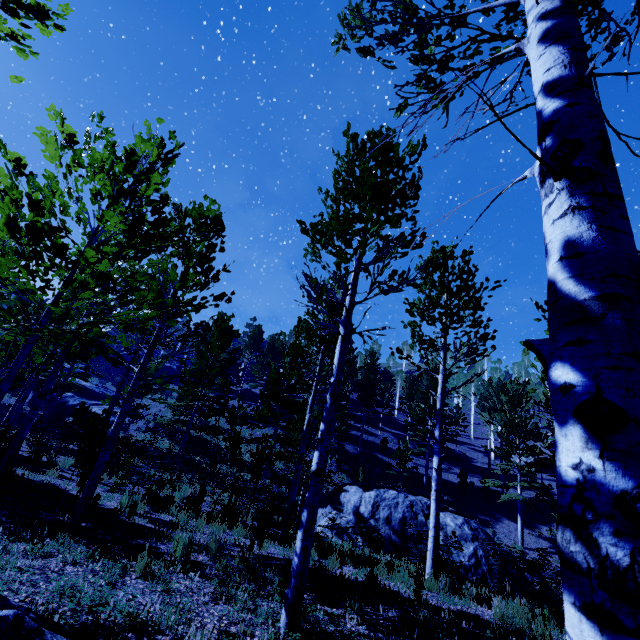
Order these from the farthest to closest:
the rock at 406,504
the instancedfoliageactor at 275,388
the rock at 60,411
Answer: the rock at 60,411 < the rock at 406,504 < the instancedfoliageactor at 275,388

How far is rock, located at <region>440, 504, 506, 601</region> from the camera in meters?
9.7

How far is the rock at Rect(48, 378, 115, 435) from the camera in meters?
25.9 m

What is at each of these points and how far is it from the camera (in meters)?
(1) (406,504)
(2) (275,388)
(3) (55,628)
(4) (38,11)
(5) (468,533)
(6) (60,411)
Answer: (1) rock, 14.29
(2) instancedfoliageactor, 19.23
(3) rock, 2.91
(4) instancedfoliageactor, 3.68
(5) rock, 13.01
(6) rock, 28.94

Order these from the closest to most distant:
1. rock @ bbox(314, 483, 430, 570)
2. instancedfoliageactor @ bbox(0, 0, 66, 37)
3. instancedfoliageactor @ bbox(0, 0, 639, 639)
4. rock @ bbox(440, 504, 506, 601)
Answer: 1. instancedfoliageactor @ bbox(0, 0, 639, 639)
2. instancedfoliageactor @ bbox(0, 0, 66, 37)
3. rock @ bbox(440, 504, 506, 601)
4. rock @ bbox(314, 483, 430, 570)

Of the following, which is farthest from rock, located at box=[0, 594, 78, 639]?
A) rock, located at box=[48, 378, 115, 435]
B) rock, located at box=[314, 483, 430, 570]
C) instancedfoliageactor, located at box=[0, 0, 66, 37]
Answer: rock, located at box=[48, 378, 115, 435]

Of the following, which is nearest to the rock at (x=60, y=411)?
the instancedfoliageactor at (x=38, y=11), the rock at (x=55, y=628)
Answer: the instancedfoliageactor at (x=38, y=11)

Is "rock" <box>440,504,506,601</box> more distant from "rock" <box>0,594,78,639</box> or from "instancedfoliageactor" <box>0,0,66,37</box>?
"rock" <box>0,594,78,639</box>
